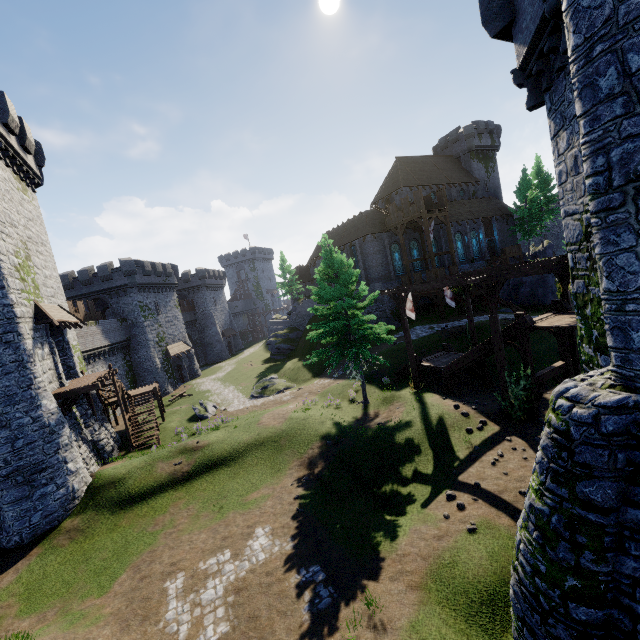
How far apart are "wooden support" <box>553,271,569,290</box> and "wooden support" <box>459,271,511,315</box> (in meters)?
3.38

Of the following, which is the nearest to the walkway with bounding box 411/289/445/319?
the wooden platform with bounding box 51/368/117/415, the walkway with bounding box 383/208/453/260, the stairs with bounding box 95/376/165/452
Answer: the walkway with bounding box 383/208/453/260

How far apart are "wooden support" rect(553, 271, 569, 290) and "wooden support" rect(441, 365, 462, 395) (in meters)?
5.63

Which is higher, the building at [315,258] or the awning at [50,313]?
the building at [315,258]

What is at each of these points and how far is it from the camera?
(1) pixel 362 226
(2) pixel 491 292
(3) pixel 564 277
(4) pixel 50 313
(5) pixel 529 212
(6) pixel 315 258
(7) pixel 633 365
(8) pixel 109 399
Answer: (1) building, 38.4m
(2) wooden support, 14.3m
(3) wooden support, 16.7m
(4) awning, 18.0m
(5) tree, 45.2m
(6) building, 49.6m
(7) building tower, 4.9m
(8) stairs, 27.9m

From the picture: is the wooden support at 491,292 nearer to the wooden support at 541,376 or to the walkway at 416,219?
the wooden support at 541,376

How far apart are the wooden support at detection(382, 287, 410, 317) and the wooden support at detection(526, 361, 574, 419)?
7.0m

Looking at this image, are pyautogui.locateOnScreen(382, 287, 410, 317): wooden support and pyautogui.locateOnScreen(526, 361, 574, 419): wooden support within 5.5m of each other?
no
